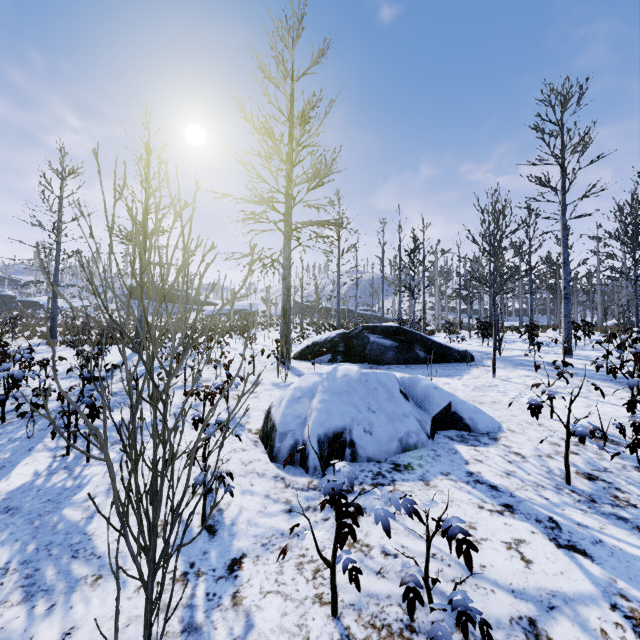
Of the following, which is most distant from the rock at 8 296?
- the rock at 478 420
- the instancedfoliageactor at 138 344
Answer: the rock at 478 420

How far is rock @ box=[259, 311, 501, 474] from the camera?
4.1m

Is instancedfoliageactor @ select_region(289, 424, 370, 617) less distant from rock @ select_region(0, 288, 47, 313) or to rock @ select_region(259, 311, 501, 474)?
rock @ select_region(259, 311, 501, 474)

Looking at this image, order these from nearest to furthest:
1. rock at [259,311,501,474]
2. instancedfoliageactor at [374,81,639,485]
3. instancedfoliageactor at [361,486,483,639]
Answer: instancedfoliageactor at [361,486,483,639], rock at [259,311,501,474], instancedfoliageactor at [374,81,639,485]

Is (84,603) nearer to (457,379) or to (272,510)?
(272,510)

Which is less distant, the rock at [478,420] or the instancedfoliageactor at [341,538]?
the instancedfoliageactor at [341,538]

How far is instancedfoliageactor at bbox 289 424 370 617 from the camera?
1.9 meters
